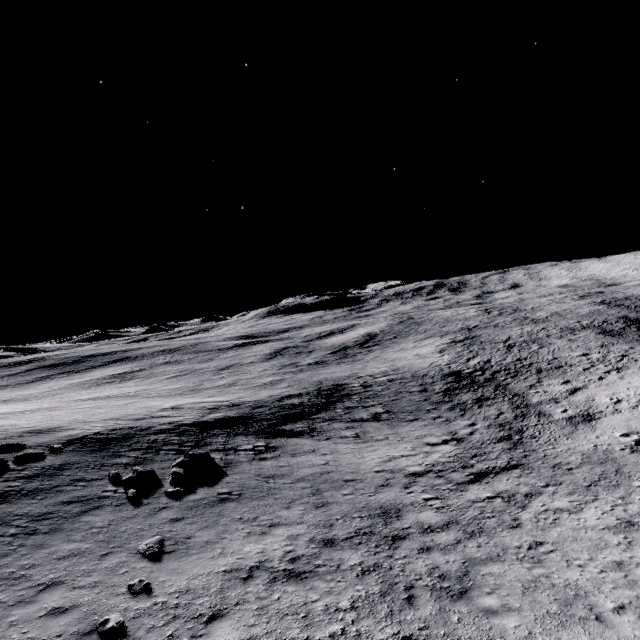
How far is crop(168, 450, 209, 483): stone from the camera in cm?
1407

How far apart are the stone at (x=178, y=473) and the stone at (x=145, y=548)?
5.5 meters

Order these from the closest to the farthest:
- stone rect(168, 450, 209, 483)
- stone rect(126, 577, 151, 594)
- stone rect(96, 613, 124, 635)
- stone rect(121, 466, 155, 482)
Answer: stone rect(96, 613, 124, 635), stone rect(126, 577, 151, 594), stone rect(121, 466, 155, 482), stone rect(168, 450, 209, 483)

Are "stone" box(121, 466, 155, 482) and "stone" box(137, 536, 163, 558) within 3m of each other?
no

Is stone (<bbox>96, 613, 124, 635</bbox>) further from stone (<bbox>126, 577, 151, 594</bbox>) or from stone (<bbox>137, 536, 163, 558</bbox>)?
stone (<bbox>137, 536, 163, 558</bbox>)

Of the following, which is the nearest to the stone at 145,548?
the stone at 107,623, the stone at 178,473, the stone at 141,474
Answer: the stone at 107,623

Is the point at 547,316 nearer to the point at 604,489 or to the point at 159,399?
the point at 604,489

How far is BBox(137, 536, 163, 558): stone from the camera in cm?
911
